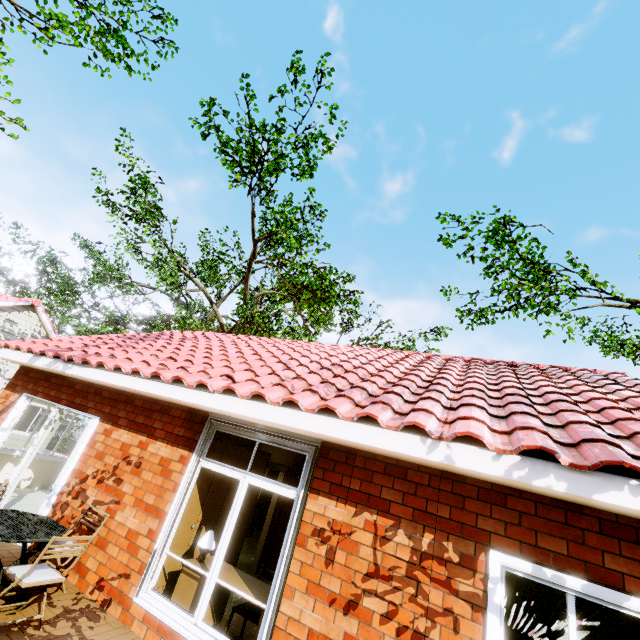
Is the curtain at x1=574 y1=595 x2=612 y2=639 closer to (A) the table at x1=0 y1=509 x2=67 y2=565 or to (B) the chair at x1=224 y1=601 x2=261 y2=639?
(B) the chair at x1=224 y1=601 x2=261 y2=639

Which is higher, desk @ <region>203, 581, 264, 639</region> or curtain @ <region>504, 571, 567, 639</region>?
curtain @ <region>504, 571, 567, 639</region>

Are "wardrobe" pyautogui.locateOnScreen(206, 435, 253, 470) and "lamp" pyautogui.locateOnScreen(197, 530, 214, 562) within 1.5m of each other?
yes

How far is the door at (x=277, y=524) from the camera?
7.2 meters

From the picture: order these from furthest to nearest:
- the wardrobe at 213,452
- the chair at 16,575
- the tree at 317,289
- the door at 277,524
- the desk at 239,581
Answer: the tree at 317,289 → the door at 277,524 → the wardrobe at 213,452 → the desk at 239,581 → the chair at 16,575

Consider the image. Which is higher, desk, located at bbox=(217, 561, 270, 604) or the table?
desk, located at bbox=(217, 561, 270, 604)

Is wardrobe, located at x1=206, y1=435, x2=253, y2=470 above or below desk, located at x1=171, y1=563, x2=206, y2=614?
above

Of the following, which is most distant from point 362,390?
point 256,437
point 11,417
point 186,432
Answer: point 11,417
